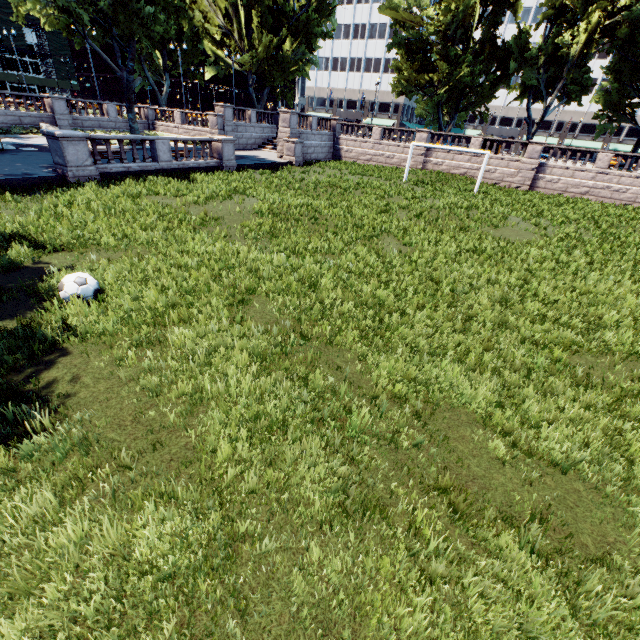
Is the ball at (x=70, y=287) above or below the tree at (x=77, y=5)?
below

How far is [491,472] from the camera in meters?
4.3 m

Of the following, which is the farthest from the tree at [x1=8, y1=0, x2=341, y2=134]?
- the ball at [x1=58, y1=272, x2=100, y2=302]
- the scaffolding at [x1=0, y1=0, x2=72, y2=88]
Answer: the scaffolding at [x1=0, y1=0, x2=72, y2=88]

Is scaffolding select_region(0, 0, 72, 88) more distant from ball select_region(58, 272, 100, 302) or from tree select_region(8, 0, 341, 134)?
ball select_region(58, 272, 100, 302)

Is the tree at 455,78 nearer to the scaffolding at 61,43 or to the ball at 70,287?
the ball at 70,287

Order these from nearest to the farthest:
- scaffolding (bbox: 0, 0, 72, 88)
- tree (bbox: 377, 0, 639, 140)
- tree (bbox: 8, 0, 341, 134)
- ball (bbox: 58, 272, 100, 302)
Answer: ball (bbox: 58, 272, 100, 302)
tree (bbox: 8, 0, 341, 134)
tree (bbox: 377, 0, 639, 140)
scaffolding (bbox: 0, 0, 72, 88)
